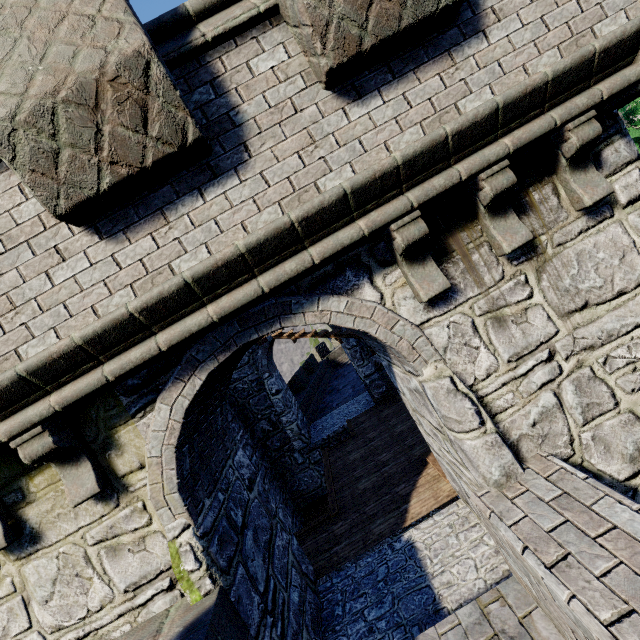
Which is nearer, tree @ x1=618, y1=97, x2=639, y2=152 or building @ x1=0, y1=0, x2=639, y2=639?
building @ x1=0, y1=0, x2=639, y2=639

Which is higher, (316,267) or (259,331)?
(316,267)

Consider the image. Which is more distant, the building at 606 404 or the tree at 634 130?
the tree at 634 130
